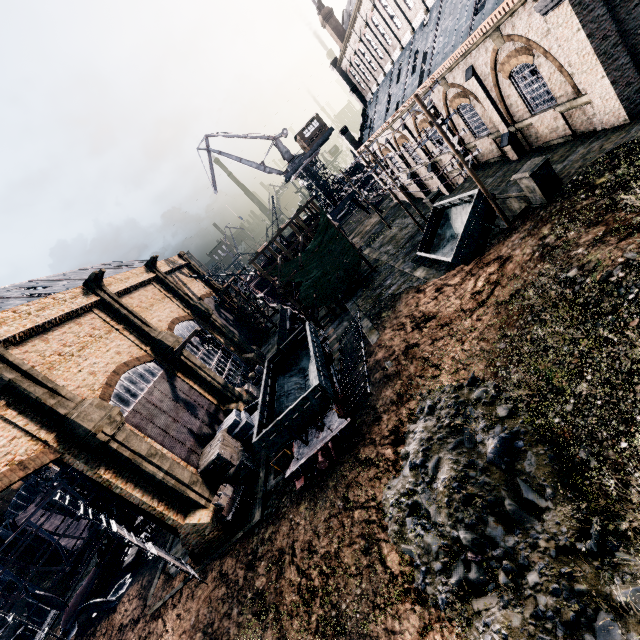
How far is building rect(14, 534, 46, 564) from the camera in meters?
34.4 m

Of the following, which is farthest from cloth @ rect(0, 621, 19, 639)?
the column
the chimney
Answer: the chimney

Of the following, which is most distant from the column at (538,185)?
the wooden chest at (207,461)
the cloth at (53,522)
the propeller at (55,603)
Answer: the cloth at (53,522)

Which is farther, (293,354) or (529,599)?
(293,354)

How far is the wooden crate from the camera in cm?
1928

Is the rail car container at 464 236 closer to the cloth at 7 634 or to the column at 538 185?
the column at 538 185

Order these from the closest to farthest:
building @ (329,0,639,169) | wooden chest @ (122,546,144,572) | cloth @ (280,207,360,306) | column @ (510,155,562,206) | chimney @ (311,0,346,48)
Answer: building @ (329,0,639,169) < column @ (510,155,562,206) < wooden chest @ (122,546,144,572) < cloth @ (280,207,360,306) < chimney @ (311,0,346,48)

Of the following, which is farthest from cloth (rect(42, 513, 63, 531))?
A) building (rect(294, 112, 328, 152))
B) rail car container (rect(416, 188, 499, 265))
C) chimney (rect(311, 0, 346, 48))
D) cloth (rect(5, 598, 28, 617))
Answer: chimney (rect(311, 0, 346, 48))
